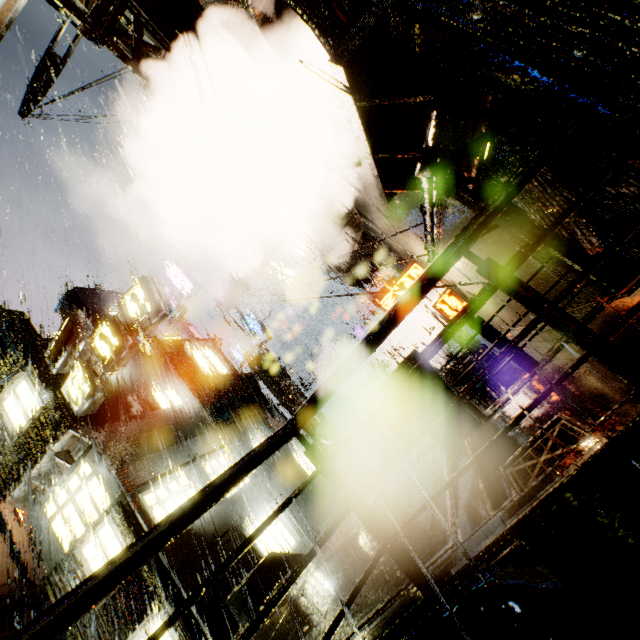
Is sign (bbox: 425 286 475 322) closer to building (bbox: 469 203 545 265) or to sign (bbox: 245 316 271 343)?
A: building (bbox: 469 203 545 265)

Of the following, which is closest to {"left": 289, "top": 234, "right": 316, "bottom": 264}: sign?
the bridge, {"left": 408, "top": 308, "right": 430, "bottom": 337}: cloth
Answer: {"left": 408, "top": 308, "right": 430, "bottom": 337}: cloth

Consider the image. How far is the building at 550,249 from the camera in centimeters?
418cm

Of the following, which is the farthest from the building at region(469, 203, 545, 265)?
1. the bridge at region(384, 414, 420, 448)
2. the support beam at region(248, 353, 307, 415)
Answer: the support beam at region(248, 353, 307, 415)

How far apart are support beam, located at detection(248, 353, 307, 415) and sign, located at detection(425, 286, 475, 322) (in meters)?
9.35

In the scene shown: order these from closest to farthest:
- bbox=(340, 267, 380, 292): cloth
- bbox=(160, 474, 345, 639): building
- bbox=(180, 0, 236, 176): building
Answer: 1. bbox=(180, 0, 236, 176): building
2. bbox=(160, 474, 345, 639): building
3. bbox=(340, 267, 380, 292): cloth

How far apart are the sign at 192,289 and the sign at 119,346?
11.0 meters

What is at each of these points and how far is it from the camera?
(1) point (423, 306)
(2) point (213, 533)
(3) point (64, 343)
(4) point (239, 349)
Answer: (1) building, 18.0m
(2) building, 10.9m
(3) sign, 11.5m
(4) sign, 21.0m
